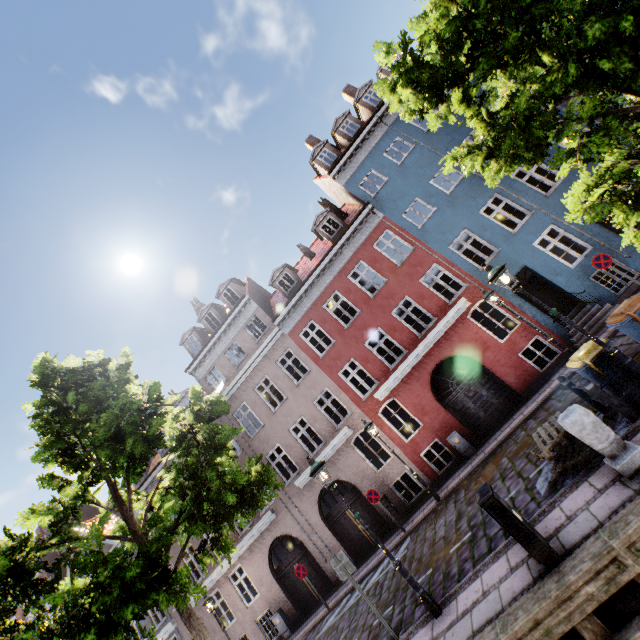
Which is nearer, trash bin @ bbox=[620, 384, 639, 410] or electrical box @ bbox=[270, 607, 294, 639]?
trash bin @ bbox=[620, 384, 639, 410]

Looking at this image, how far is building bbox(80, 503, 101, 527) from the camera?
22.3m

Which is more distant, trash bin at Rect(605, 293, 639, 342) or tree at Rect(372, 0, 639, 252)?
trash bin at Rect(605, 293, 639, 342)

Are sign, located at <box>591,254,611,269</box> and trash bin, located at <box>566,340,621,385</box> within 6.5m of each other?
yes

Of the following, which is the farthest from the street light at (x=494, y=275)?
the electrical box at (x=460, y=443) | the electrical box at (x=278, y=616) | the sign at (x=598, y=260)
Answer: the electrical box at (x=278, y=616)

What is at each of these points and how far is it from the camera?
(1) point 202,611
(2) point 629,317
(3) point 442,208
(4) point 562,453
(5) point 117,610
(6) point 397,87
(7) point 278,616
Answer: (1) building, 17.2m
(2) trash bin, 6.5m
(3) building, 15.2m
(4) pallet, 6.7m
(5) tree, 5.4m
(6) tree, 6.8m
(7) electrical box, 15.2m

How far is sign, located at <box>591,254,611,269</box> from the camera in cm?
1088

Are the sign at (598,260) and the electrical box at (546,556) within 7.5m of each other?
no
